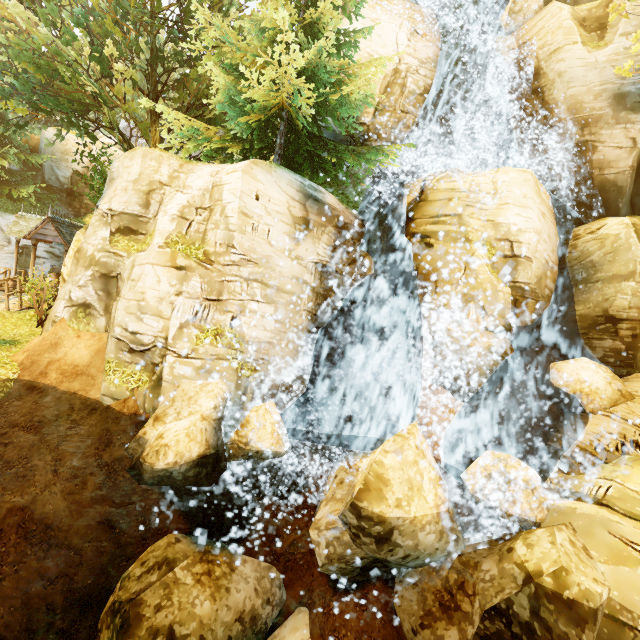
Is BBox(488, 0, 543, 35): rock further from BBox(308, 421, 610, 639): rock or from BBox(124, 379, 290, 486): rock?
BBox(124, 379, 290, 486): rock

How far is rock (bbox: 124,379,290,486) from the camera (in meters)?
6.57

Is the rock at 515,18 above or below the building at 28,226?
above

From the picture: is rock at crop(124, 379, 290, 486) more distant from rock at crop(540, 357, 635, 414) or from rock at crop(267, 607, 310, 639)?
rock at crop(540, 357, 635, 414)

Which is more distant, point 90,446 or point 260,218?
point 260,218

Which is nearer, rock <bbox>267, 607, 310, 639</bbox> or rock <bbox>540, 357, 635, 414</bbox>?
rock <bbox>267, 607, 310, 639</bbox>

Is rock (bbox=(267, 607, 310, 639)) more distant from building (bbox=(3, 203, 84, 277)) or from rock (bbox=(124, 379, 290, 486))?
building (bbox=(3, 203, 84, 277))

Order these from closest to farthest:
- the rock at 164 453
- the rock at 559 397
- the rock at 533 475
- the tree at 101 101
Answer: the rock at 533 475
the rock at 164 453
the rock at 559 397
the tree at 101 101
